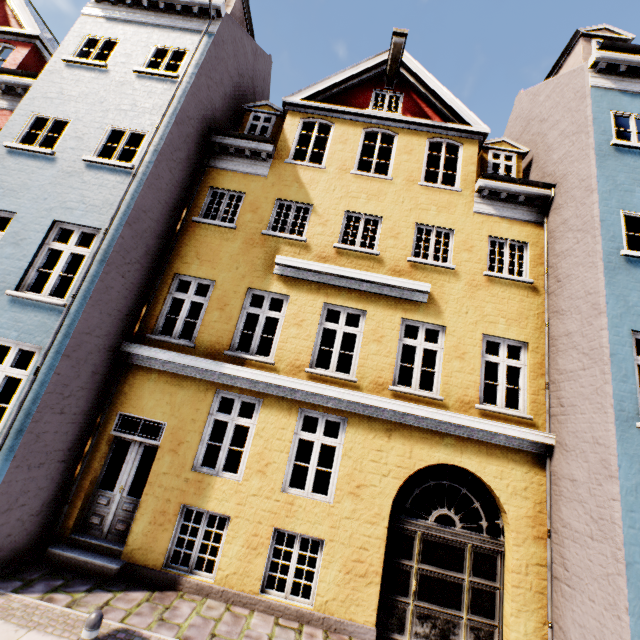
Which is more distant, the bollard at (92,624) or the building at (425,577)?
the building at (425,577)

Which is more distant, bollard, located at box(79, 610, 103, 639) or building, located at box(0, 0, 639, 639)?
building, located at box(0, 0, 639, 639)

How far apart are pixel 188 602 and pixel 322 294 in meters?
6.8 m
